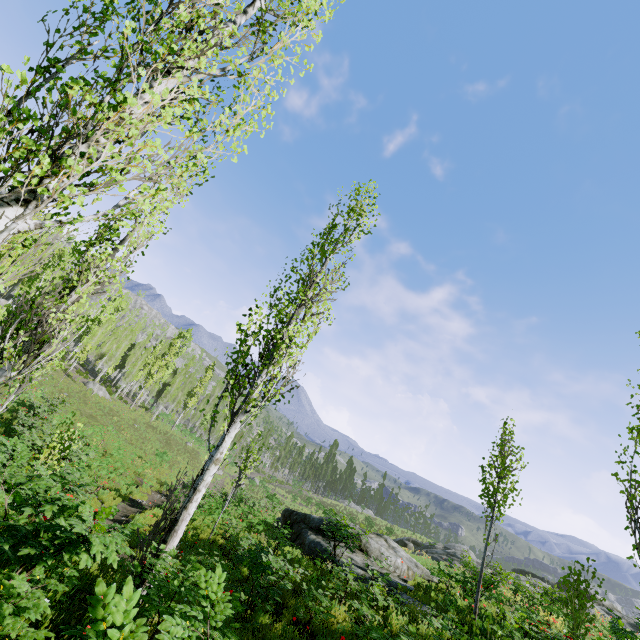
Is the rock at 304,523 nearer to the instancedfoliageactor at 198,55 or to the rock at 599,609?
the instancedfoliageactor at 198,55

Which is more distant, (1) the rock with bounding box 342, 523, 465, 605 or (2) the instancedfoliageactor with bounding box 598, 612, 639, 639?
(1) the rock with bounding box 342, 523, 465, 605

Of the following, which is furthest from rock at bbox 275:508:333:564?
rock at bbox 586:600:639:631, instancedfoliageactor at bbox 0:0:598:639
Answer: Result: rock at bbox 586:600:639:631

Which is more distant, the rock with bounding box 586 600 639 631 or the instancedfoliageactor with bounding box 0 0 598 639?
the rock with bounding box 586 600 639 631

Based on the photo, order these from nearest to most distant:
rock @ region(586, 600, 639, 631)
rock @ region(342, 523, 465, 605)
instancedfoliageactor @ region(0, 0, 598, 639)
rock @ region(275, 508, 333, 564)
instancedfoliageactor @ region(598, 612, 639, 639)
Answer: instancedfoliageactor @ region(0, 0, 598, 639)
instancedfoliageactor @ region(598, 612, 639, 639)
rock @ region(342, 523, 465, 605)
rock @ region(275, 508, 333, 564)
rock @ region(586, 600, 639, 631)

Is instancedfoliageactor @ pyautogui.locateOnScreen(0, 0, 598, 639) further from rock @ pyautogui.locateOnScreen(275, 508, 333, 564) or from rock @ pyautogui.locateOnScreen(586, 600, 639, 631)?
rock @ pyautogui.locateOnScreen(275, 508, 333, 564)

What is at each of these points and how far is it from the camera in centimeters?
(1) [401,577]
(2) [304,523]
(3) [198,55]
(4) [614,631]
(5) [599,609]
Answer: (1) rock, 1383cm
(2) rock, 1605cm
(3) instancedfoliageactor, 392cm
(4) instancedfoliageactor, 784cm
(5) rock, 2303cm
